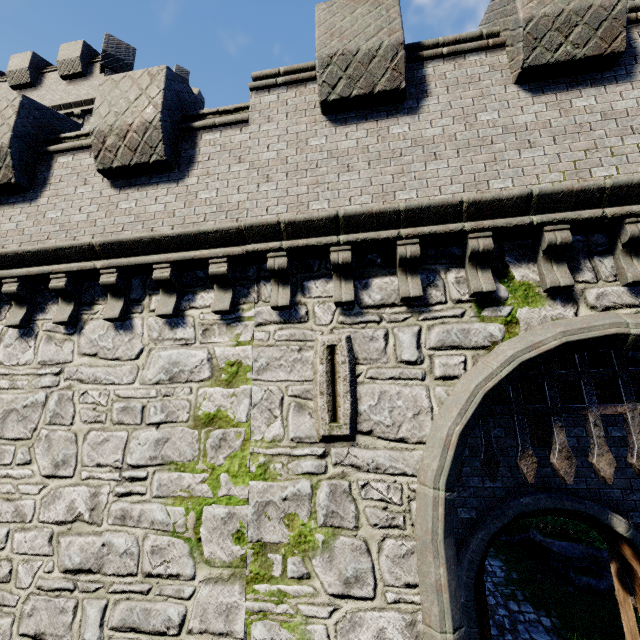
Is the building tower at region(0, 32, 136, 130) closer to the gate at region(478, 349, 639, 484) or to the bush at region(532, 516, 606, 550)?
the gate at region(478, 349, 639, 484)

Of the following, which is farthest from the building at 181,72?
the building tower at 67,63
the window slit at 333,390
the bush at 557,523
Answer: the bush at 557,523

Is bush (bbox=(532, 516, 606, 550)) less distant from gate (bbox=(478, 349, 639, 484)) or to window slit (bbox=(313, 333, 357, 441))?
gate (bbox=(478, 349, 639, 484))

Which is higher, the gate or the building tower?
the building tower

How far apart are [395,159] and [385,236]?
1.3m

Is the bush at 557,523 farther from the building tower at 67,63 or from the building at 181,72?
the building at 181,72

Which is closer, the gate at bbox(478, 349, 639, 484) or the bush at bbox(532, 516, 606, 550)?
the gate at bbox(478, 349, 639, 484)

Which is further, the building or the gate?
the building
